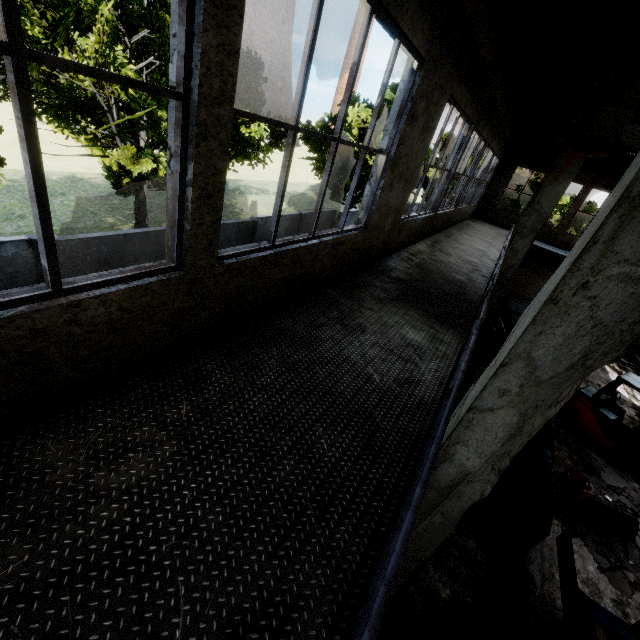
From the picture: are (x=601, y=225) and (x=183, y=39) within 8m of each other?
yes

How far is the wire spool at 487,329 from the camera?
12.1m

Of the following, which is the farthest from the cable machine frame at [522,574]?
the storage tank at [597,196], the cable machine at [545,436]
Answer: the storage tank at [597,196]

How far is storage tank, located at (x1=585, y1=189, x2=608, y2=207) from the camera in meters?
55.5

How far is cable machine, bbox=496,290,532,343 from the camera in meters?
13.4

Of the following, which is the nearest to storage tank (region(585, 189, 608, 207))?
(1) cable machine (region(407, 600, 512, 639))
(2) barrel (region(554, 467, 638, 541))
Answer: (2) barrel (region(554, 467, 638, 541))

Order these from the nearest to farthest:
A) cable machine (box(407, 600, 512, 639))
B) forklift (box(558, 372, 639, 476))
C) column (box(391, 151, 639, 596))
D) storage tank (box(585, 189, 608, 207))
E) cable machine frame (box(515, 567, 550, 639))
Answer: column (box(391, 151, 639, 596)) → cable machine (box(407, 600, 512, 639)) → cable machine frame (box(515, 567, 550, 639)) → forklift (box(558, 372, 639, 476)) → storage tank (box(585, 189, 608, 207))

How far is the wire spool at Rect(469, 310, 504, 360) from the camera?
12.13m
